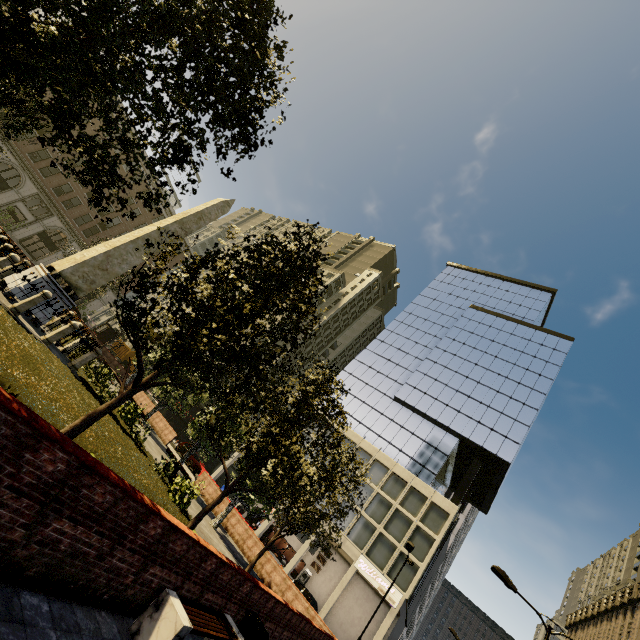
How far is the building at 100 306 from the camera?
46.78m

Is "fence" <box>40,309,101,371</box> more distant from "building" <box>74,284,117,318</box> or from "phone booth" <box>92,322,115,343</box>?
"building" <box>74,284,117,318</box>

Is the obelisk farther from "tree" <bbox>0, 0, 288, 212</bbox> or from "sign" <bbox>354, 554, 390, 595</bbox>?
"sign" <bbox>354, 554, 390, 595</bbox>

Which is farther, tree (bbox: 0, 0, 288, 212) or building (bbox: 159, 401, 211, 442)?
building (bbox: 159, 401, 211, 442)

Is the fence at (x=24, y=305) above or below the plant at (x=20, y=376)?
above

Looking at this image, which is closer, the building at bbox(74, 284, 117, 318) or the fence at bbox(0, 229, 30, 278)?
the fence at bbox(0, 229, 30, 278)

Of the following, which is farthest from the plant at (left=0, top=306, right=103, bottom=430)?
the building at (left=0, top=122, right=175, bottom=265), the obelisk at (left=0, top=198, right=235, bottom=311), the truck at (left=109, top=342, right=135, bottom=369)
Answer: the building at (left=0, top=122, right=175, bottom=265)

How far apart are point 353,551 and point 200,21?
40.1m
